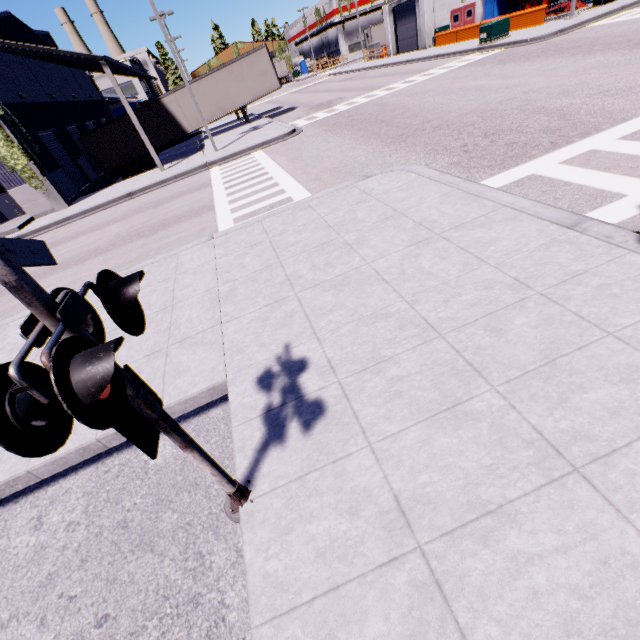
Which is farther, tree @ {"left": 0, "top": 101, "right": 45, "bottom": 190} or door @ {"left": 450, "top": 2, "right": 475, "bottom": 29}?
door @ {"left": 450, "top": 2, "right": 475, "bottom": 29}

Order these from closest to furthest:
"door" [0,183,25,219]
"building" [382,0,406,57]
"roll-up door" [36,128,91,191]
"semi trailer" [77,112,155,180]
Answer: "door" [0,183,25,219], "roll-up door" [36,128,91,191], "semi trailer" [77,112,155,180], "building" [382,0,406,57]

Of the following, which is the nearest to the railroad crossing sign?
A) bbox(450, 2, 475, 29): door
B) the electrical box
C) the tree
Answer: the tree

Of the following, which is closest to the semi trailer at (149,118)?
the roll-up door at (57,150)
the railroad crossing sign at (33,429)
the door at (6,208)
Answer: the roll-up door at (57,150)

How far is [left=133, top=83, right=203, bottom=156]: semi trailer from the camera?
23.5m

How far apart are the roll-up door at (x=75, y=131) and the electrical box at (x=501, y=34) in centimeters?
2989cm

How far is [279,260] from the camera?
6.1 meters

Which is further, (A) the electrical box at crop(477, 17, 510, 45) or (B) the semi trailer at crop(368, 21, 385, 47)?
(B) the semi trailer at crop(368, 21, 385, 47)
